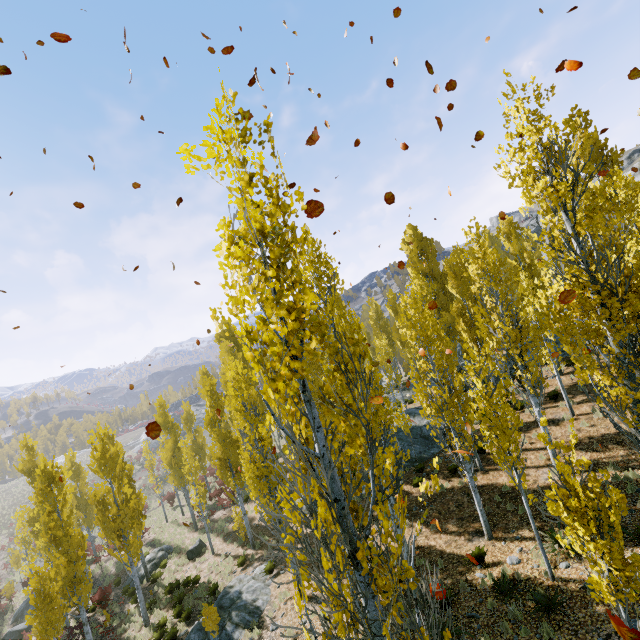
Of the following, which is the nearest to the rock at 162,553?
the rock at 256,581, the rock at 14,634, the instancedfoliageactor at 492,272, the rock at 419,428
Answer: the instancedfoliageactor at 492,272

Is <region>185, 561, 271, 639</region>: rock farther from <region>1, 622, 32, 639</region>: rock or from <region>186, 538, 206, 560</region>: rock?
<region>1, 622, 32, 639</region>: rock

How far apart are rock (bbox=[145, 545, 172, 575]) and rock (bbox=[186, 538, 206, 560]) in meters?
2.7 m

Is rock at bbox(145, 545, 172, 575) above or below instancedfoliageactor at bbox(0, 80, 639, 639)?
below

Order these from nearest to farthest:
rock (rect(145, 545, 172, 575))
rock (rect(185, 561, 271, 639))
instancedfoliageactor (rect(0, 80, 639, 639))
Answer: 1. instancedfoliageactor (rect(0, 80, 639, 639))
2. rock (rect(185, 561, 271, 639))
3. rock (rect(145, 545, 172, 575))

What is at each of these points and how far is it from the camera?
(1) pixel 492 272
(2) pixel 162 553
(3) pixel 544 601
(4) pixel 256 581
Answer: (1) instancedfoliageactor, 12.9 meters
(2) rock, 24.4 meters
(3) instancedfoliageactor, 8.0 meters
(4) rock, 15.5 meters

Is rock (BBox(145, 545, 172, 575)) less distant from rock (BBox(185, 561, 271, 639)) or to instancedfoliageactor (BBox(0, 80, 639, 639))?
instancedfoliageactor (BBox(0, 80, 639, 639))

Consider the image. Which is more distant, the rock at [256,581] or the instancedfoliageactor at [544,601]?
the rock at [256,581]
